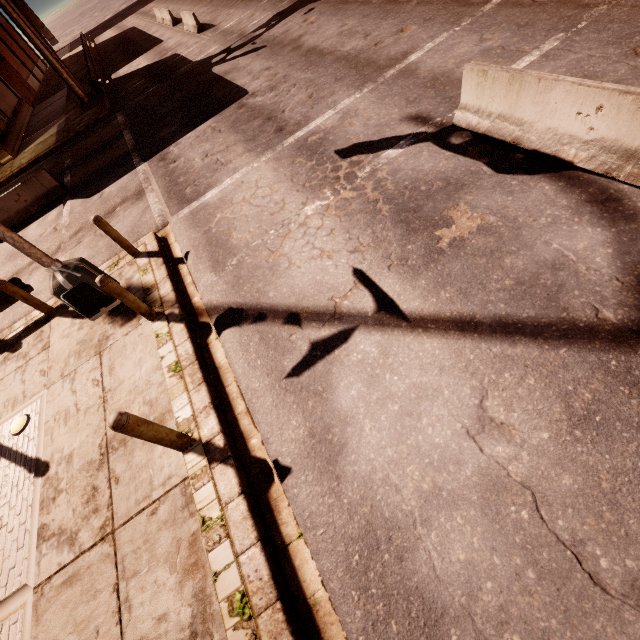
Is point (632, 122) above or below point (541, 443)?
above

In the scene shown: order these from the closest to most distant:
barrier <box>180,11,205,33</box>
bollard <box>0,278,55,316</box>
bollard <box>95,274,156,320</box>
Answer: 1. bollard <box>95,274,156,320</box>
2. bollard <box>0,278,55,316</box>
3. barrier <box>180,11,205,33</box>

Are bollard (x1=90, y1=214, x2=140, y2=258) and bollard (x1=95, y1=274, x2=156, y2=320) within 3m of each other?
yes

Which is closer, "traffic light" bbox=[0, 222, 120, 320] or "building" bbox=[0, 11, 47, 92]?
"traffic light" bbox=[0, 222, 120, 320]

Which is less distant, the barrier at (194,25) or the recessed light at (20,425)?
the recessed light at (20,425)

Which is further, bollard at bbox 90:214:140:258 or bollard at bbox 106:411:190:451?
bollard at bbox 90:214:140:258

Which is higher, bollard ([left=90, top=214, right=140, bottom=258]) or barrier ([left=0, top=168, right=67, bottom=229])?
bollard ([left=90, top=214, right=140, bottom=258])

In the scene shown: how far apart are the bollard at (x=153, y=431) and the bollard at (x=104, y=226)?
5.25m
